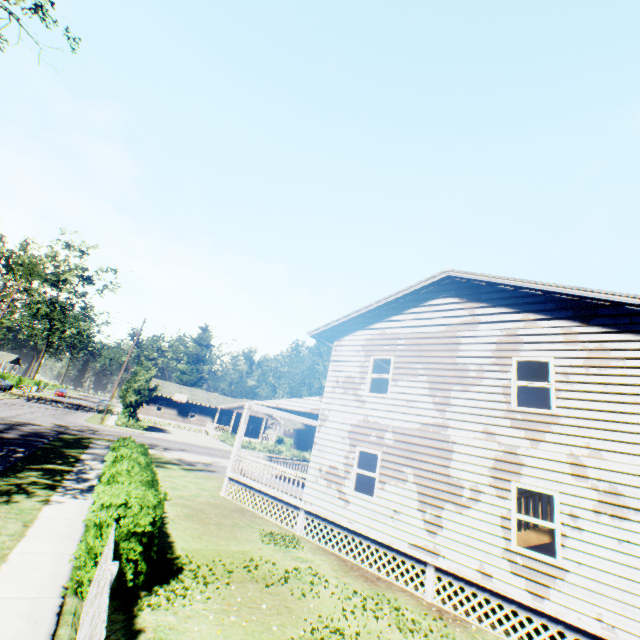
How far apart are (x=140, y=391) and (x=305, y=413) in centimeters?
2839cm

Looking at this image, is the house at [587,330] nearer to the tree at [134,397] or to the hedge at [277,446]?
the hedge at [277,446]

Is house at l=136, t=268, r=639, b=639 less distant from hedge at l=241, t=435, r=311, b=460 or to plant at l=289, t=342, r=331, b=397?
plant at l=289, t=342, r=331, b=397

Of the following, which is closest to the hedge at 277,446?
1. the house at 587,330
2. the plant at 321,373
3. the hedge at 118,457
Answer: the plant at 321,373

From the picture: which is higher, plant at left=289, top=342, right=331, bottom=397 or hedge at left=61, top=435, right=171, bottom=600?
plant at left=289, top=342, right=331, bottom=397

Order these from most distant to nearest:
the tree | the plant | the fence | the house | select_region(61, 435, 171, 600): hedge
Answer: the plant, the tree, the house, select_region(61, 435, 171, 600): hedge, the fence

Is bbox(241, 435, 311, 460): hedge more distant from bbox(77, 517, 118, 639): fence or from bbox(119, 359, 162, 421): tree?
bbox(77, 517, 118, 639): fence

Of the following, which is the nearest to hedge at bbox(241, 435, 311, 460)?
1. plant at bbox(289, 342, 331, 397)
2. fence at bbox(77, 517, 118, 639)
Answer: plant at bbox(289, 342, 331, 397)
